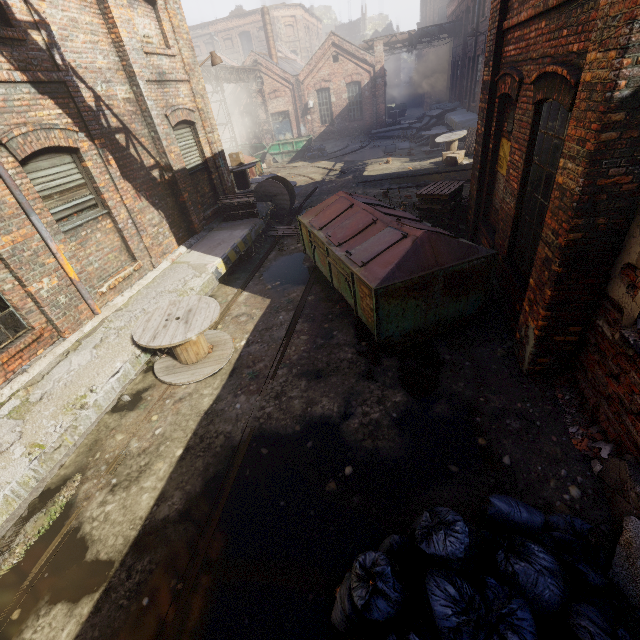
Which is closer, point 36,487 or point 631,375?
point 631,375

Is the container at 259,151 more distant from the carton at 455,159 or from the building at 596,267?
the building at 596,267

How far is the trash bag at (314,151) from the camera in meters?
23.5

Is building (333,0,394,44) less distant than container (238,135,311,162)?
No

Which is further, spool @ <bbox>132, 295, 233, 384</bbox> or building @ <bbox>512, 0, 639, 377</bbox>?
spool @ <bbox>132, 295, 233, 384</bbox>

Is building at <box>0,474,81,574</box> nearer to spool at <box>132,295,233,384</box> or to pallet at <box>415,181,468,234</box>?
spool at <box>132,295,233,384</box>

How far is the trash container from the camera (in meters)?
4.97

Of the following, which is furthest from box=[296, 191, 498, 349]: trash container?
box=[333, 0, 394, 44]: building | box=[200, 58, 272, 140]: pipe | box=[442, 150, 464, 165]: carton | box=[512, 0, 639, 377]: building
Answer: box=[333, 0, 394, 44]: building
